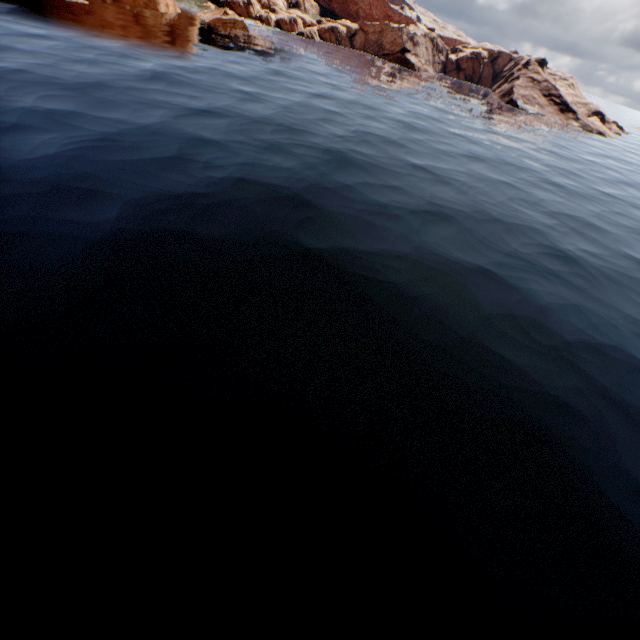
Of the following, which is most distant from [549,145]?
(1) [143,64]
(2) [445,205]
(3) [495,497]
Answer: (3) [495,497]
